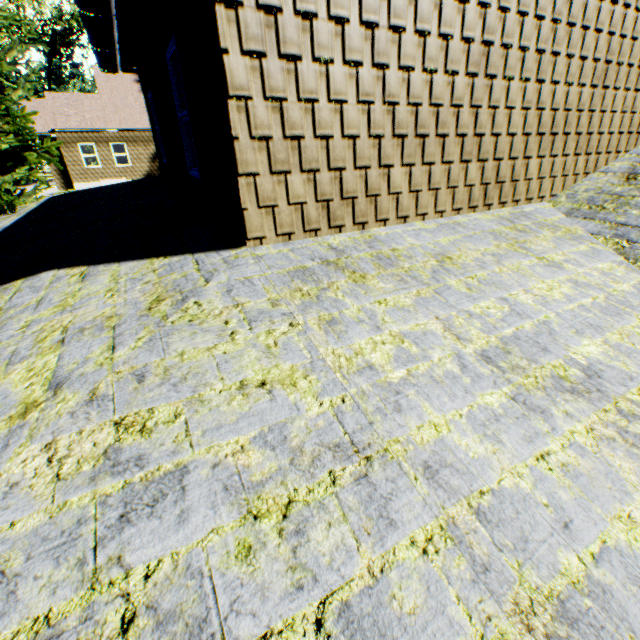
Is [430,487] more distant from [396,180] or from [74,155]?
[74,155]

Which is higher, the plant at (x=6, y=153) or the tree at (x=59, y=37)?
the tree at (x=59, y=37)

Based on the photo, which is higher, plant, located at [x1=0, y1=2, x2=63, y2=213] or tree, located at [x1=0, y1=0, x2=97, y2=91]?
tree, located at [x1=0, y1=0, x2=97, y2=91]

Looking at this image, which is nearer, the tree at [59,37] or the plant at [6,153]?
the plant at [6,153]

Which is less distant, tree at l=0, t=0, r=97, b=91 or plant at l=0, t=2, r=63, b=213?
plant at l=0, t=2, r=63, b=213
